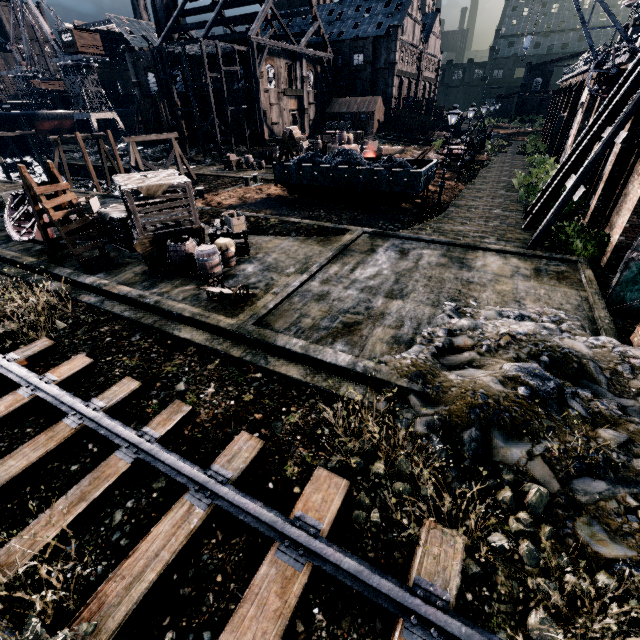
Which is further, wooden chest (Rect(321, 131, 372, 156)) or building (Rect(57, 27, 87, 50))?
building (Rect(57, 27, 87, 50))

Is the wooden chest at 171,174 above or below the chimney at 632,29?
below

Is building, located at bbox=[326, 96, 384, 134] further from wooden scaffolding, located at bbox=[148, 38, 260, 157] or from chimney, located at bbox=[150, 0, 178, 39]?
chimney, located at bbox=[150, 0, 178, 39]

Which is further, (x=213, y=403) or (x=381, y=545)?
(x=213, y=403)

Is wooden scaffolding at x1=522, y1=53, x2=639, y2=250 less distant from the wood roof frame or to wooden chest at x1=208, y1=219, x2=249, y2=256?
wooden chest at x1=208, y1=219, x2=249, y2=256

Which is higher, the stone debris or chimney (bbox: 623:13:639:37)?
chimney (bbox: 623:13:639:37)

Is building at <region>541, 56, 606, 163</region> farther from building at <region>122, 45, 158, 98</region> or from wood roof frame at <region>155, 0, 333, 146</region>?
wood roof frame at <region>155, 0, 333, 146</region>

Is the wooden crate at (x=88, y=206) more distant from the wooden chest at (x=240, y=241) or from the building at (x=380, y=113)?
the building at (x=380, y=113)
